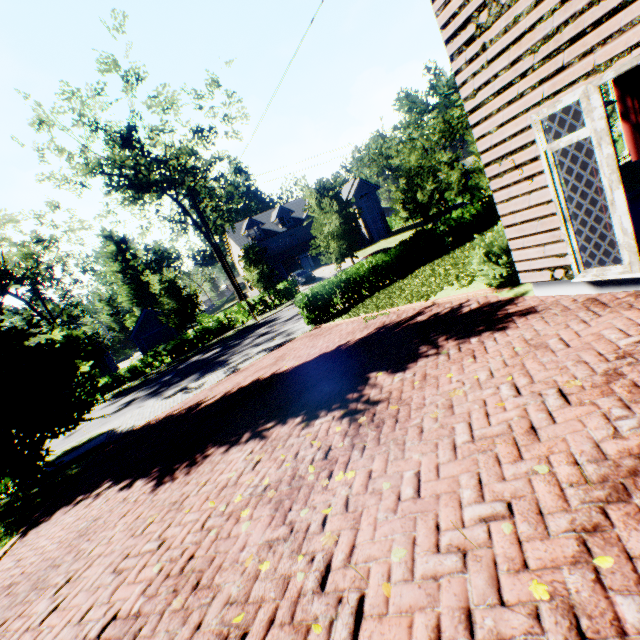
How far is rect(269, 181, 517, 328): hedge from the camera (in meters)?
6.12

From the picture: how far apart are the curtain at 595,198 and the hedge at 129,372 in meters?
29.8 m

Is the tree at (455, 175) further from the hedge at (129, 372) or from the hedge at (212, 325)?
the hedge at (212, 325)

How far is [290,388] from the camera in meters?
7.1

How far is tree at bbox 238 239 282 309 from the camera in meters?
27.2

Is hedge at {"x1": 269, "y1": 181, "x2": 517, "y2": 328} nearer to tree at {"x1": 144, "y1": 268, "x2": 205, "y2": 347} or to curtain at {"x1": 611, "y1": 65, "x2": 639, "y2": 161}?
tree at {"x1": 144, "y1": 268, "x2": 205, "y2": 347}

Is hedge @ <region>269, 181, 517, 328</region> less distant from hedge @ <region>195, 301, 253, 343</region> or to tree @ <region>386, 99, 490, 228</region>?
tree @ <region>386, 99, 490, 228</region>

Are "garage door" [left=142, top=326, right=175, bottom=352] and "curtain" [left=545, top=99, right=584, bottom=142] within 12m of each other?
no
